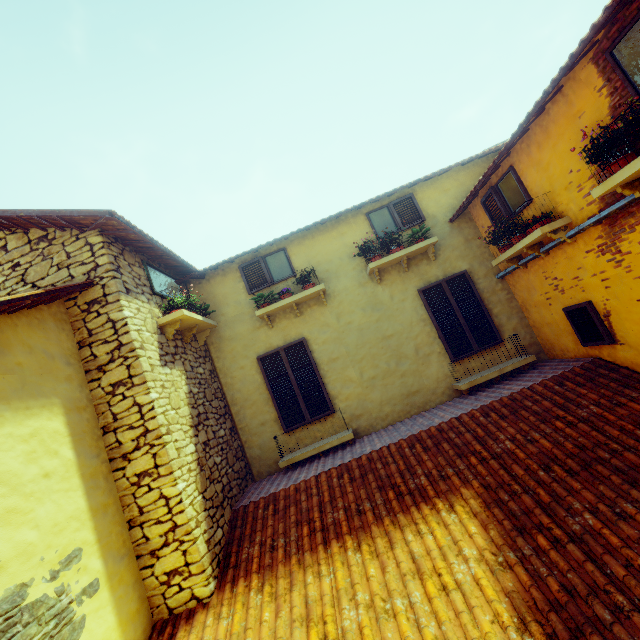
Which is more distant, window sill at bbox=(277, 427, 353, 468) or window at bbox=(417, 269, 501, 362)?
window at bbox=(417, 269, 501, 362)

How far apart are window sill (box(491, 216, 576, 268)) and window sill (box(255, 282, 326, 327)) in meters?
3.3

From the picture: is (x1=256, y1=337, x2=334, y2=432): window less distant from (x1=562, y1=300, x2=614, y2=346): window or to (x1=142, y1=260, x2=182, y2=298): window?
(x1=142, y1=260, x2=182, y2=298): window

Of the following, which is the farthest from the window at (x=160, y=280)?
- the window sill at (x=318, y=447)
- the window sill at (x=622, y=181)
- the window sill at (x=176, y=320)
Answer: the window sill at (x=622, y=181)

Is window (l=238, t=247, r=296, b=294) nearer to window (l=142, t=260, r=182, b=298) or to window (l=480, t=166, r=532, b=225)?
window (l=142, t=260, r=182, b=298)

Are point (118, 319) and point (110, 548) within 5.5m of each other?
yes

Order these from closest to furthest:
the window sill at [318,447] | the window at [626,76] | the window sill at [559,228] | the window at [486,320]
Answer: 1. the window at [626,76]
2. the window sill at [559,228]
3. the window sill at [318,447]
4. the window at [486,320]

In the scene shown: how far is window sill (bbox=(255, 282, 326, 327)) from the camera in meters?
6.5 m
